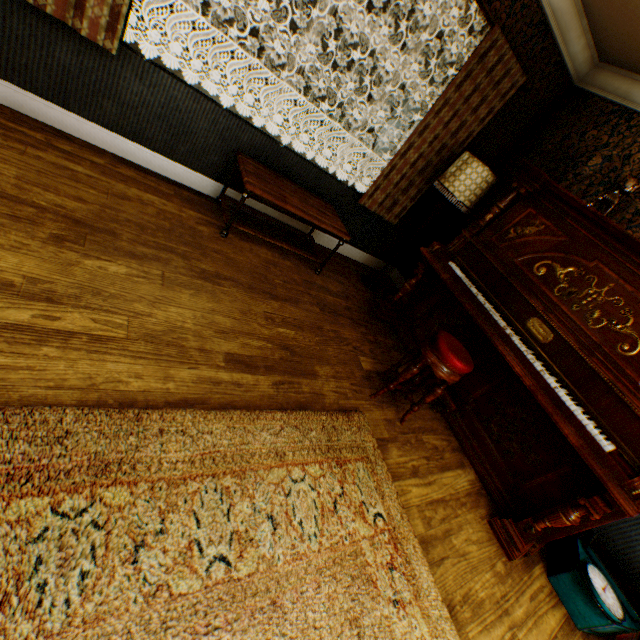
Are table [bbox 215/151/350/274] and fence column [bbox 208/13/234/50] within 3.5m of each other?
no

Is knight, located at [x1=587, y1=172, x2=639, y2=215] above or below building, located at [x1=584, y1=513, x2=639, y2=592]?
above

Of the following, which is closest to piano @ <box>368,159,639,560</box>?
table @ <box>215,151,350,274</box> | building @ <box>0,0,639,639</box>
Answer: building @ <box>0,0,639,639</box>

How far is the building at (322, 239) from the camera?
4.03m

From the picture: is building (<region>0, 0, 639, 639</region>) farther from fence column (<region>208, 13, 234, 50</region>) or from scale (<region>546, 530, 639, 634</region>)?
fence column (<region>208, 13, 234, 50</region>)

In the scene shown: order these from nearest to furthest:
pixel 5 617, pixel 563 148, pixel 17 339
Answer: pixel 5 617 → pixel 17 339 → pixel 563 148

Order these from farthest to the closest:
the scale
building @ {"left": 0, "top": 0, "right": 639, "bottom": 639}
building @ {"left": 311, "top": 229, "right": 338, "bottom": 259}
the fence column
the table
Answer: the fence column → building @ {"left": 311, "top": 229, "right": 338, "bottom": 259} → the table → the scale → building @ {"left": 0, "top": 0, "right": 639, "bottom": 639}

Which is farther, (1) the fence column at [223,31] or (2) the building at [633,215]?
(1) the fence column at [223,31]
